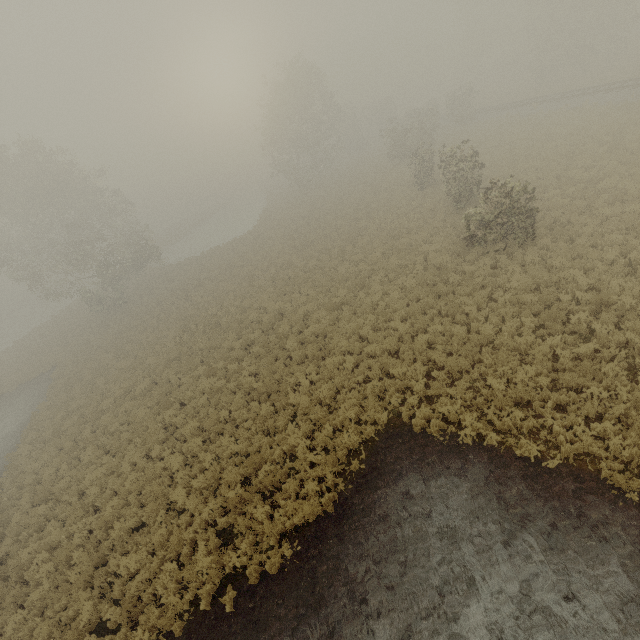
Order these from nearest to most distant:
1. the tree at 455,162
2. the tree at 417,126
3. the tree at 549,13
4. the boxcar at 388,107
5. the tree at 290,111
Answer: the tree at 455,162
the tree at 417,126
the tree at 549,13
the tree at 290,111
the boxcar at 388,107

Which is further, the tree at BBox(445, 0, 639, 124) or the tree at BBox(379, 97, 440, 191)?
the tree at BBox(445, 0, 639, 124)

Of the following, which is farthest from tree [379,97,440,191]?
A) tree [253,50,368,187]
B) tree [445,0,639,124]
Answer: tree [253,50,368,187]

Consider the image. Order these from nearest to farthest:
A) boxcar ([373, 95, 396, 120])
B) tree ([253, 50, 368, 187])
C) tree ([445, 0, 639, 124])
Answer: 1. tree ([445, 0, 639, 124])
2. tree ([253, 50, 368, 187])
3. boxcar ([373, 95, 396, 120])

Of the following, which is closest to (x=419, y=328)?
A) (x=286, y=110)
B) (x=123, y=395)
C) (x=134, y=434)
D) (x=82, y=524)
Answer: (x=134, y=434)

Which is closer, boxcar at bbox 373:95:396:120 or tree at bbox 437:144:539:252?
tree at bbox 437:144:539:252

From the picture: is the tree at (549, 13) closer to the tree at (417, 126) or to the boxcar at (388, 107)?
the tree at (417, 126)

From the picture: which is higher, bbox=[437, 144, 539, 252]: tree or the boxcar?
the boxcar
